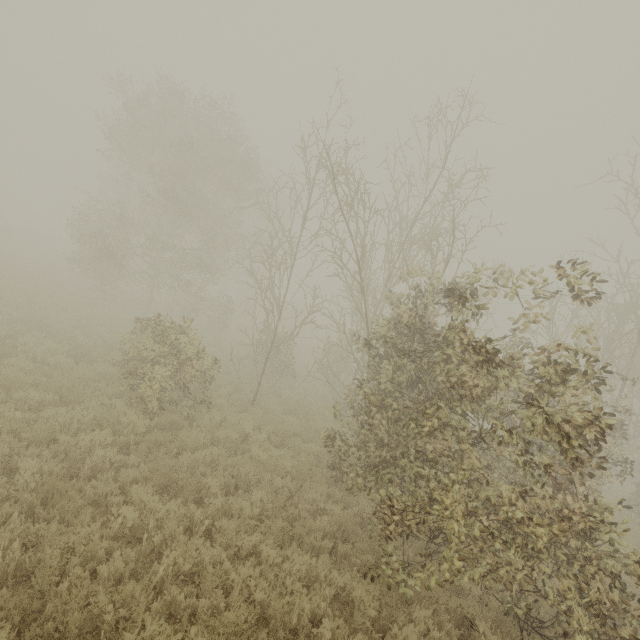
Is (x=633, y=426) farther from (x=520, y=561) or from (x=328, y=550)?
(x=328, y=550)
